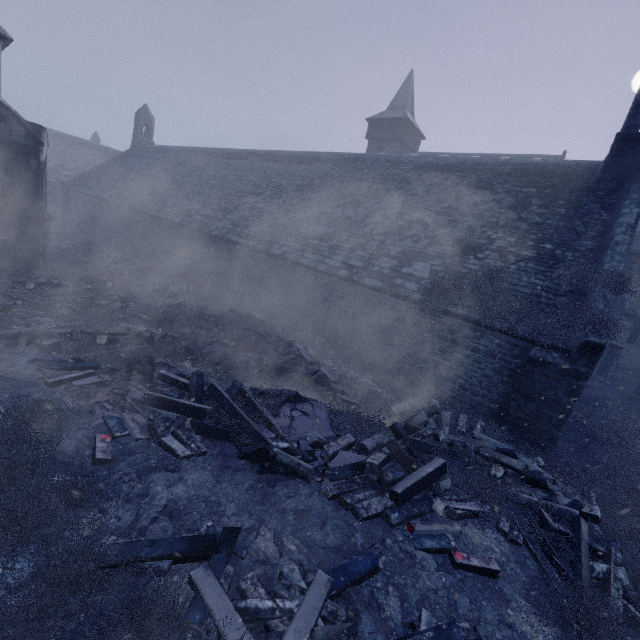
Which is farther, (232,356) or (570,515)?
(232,356)

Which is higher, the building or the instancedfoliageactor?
the building

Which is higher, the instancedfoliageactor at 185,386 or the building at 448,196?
the building at 448,196

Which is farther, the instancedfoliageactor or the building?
the building

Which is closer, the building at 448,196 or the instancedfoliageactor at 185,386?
the instancedfoliageactor at 185,386
